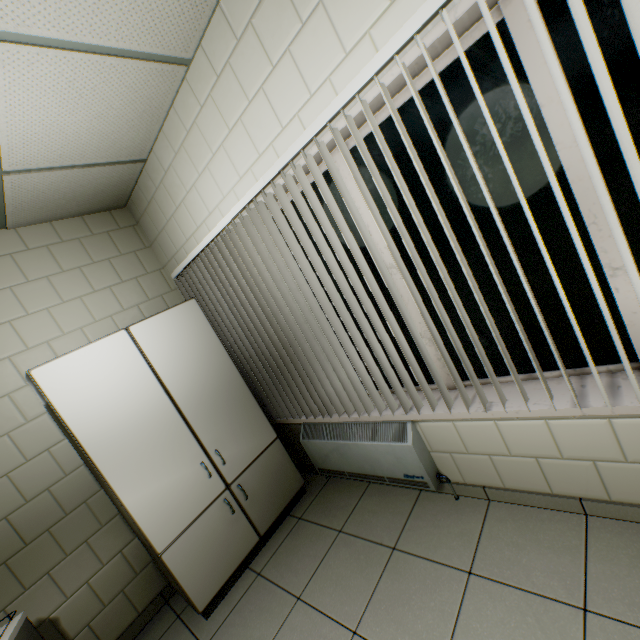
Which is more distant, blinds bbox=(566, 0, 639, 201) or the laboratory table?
the laboratory table

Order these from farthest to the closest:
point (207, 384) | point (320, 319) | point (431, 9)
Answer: point (207, 384)
point (320, 319)
point (431, 9)

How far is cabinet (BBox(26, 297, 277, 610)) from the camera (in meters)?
2.11

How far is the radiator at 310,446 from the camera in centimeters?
217cm

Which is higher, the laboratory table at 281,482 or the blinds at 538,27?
the blinds at 538,27

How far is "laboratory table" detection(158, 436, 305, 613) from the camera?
2.26m

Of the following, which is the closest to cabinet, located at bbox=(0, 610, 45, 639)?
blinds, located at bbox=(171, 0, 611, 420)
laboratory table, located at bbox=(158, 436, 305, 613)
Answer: laboratory table, located at bbox=(158, 436, 305, 613)
